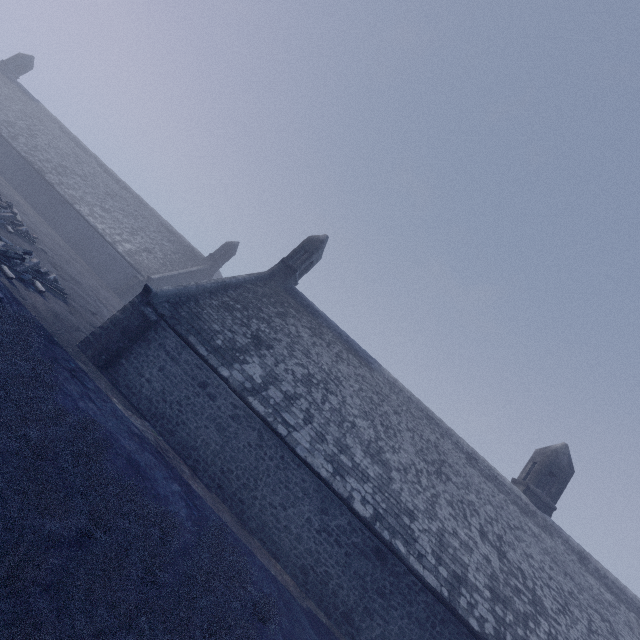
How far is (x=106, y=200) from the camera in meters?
35.2 m
